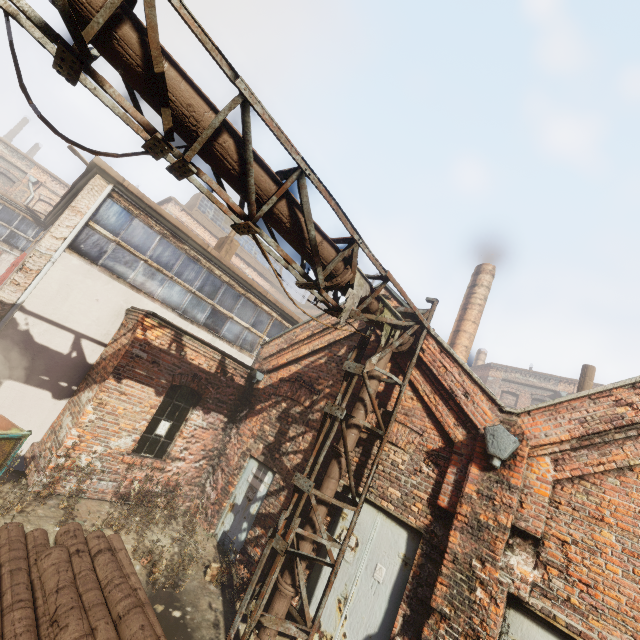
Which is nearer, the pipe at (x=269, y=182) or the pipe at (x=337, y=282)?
the pipe at (x=269, y=182)

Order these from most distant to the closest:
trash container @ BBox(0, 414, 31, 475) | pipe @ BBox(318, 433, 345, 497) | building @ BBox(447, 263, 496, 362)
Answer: building @ BBox(447, 263, 496, 362) < pipe @ BBox(318, 433, 345, 497) < trash container @ BBox(0, 414, 31, 475)

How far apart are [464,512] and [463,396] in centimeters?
179cm

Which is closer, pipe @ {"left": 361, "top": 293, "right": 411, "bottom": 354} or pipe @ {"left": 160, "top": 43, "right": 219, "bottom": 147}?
pipe @ {"left": 160, "top": 43, "right": 219, "bottom": 147}

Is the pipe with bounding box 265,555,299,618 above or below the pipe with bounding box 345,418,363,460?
below

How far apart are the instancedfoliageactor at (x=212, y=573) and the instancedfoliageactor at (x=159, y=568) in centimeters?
86cm

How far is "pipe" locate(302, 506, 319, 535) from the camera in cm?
566

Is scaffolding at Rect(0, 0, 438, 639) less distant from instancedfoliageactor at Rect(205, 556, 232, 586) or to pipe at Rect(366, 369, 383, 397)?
pipe at Rect(366, 369, 383, 397)
